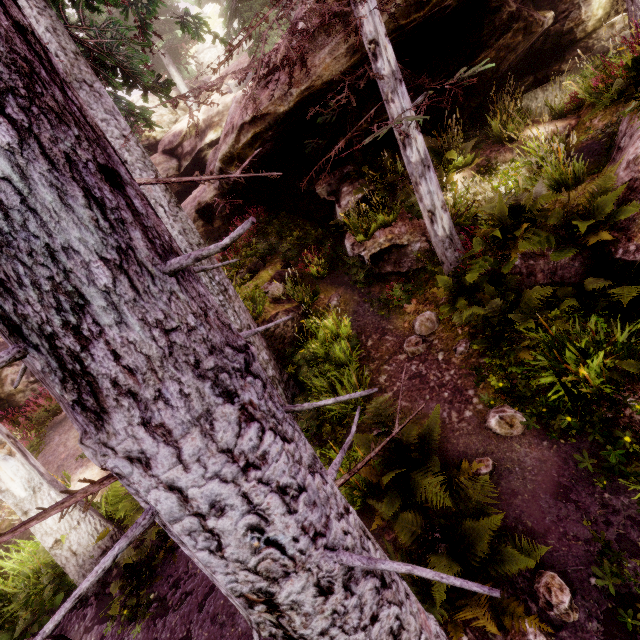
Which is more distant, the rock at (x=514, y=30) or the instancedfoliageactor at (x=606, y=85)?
the rock at (x=514, y=30)

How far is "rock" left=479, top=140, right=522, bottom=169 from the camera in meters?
8.9

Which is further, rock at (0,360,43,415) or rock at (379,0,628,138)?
rock at (0,360,43,415)

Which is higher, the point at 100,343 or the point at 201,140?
the point at 201,140

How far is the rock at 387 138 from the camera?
9.66m
